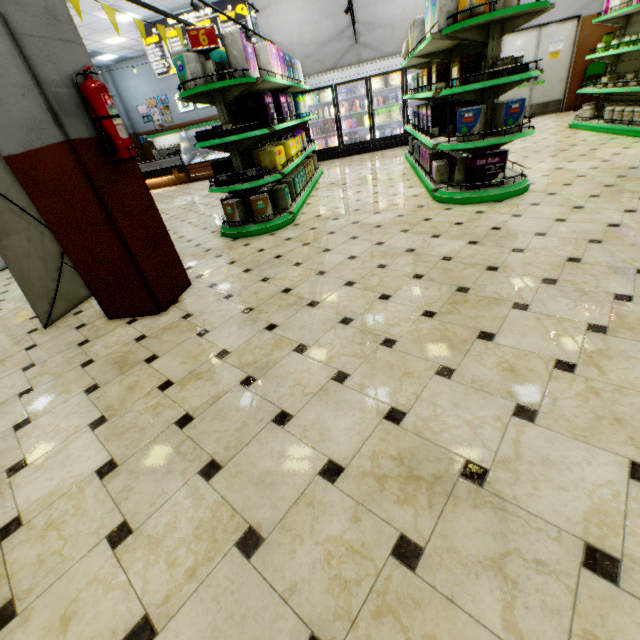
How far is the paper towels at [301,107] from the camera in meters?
6.5 m

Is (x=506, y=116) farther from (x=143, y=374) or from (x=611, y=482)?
(x=143, y=374)

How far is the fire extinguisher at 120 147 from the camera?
2.4 meters

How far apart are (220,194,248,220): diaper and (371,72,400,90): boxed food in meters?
7.5 m

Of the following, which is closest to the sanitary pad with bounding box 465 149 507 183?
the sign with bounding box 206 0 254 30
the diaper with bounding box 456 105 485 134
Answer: the diaper with bounding box 456 105 485 134

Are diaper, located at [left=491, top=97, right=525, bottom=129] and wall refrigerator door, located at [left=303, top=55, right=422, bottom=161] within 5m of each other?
no

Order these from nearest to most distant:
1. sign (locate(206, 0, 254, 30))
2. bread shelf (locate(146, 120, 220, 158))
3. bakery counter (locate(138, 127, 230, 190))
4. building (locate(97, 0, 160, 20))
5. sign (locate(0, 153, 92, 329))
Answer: sign (locate(0, 153, 92, 329)) → building (locate(97, 0, 160, 20)) → sign (locate(206, 0, 254, 30)) → bakery counter (locate(138, 127, 230, 190)) → bread shelf (locate(146, 120, 220, 158))

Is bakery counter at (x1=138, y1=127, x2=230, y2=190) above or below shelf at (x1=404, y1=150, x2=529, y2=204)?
above
